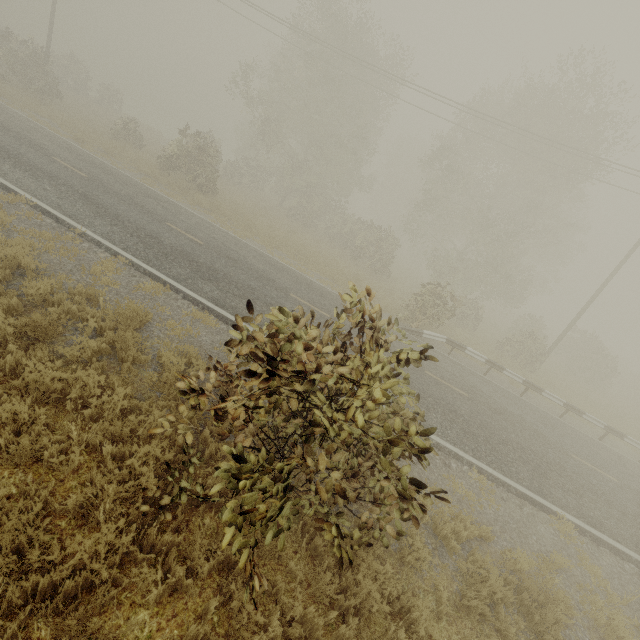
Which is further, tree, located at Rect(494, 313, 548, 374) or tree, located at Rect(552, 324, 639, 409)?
tree, located at Rect(552, 324, 639, 409)

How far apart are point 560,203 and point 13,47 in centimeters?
5378cm

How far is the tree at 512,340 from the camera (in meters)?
18.69

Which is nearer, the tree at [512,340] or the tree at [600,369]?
the tree at [512,340]

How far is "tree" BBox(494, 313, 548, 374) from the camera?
18.7m
